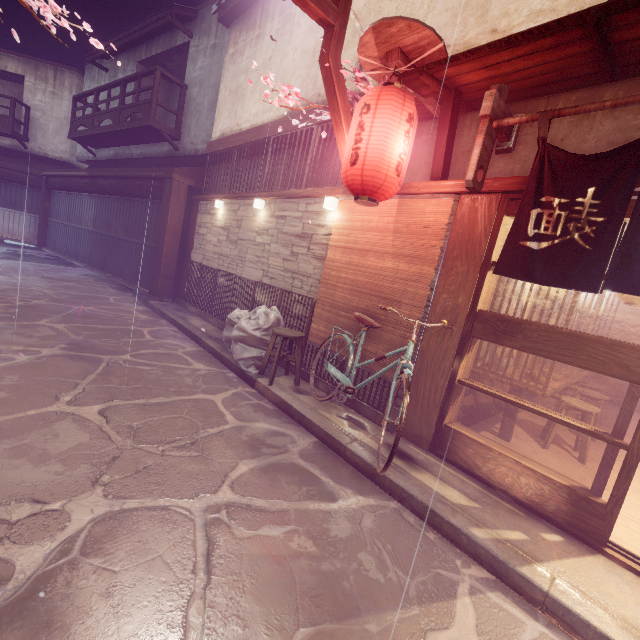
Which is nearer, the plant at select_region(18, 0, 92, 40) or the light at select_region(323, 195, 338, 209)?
the plant at select_region(18, 0, 92, 40)

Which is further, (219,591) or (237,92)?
(237,92)

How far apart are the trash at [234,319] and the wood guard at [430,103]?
6.16m

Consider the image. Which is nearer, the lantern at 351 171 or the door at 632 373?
the door at 632 373

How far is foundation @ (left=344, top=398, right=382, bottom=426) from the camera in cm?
731

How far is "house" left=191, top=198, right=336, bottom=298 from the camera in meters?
9.3 m

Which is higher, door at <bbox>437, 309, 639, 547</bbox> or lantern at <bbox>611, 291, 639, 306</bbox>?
lantern at <bbox>611, 291, 639, 306</bbox>

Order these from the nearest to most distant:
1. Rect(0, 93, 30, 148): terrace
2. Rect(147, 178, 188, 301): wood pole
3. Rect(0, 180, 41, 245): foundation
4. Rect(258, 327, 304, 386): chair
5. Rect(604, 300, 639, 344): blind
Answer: Rect(258, 327, 304, 386): chair, Rect(604, 300, 639, 344): blind, Rect(147, 178, 188, 301): wood pole, Rect(0, 93, 30, 148): terrace, Rect(0, 180, 41, 245): foundation
